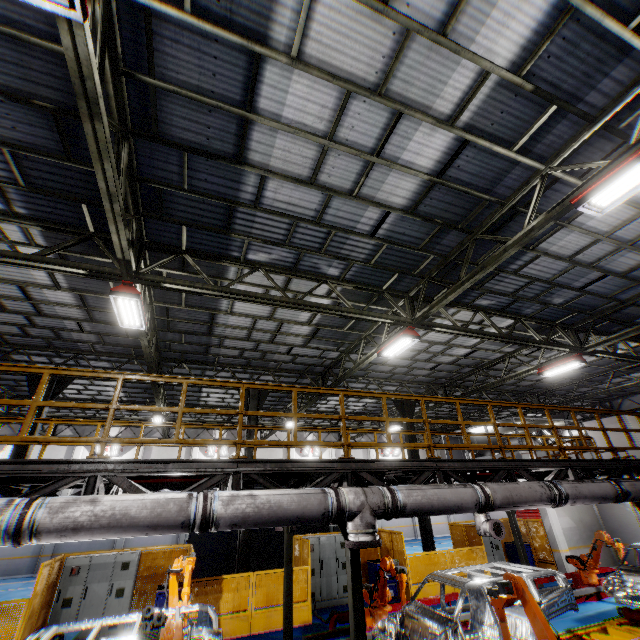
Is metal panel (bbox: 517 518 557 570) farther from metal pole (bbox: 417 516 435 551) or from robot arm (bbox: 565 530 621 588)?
robot arm (bbox: 565 530 621 588)

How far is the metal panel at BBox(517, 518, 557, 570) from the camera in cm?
1508

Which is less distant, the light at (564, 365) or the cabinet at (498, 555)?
the light at (564, 365)

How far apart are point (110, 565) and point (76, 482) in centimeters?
901cm

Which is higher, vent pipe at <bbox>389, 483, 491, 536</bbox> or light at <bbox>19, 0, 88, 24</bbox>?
light at <bbox>19, 0, 88, 24</bbox>

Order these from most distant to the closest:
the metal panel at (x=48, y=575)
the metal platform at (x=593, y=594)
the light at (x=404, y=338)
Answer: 1. the metal platform at (x=593, y=594)
2. the light at (x=404, y=338)
3. the metal panel at (x=48, y=575)

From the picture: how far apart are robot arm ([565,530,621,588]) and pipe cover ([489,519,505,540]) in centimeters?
401cm

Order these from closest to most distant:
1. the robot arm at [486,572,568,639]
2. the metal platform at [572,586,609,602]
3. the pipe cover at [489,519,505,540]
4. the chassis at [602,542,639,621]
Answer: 1. the robot arm at [486,572,568,639]
2. the chassis at [602,542,639,621]
3. the pipe cover at [489,519,505,540]
4. the metal platform at [572,586,609,602]
